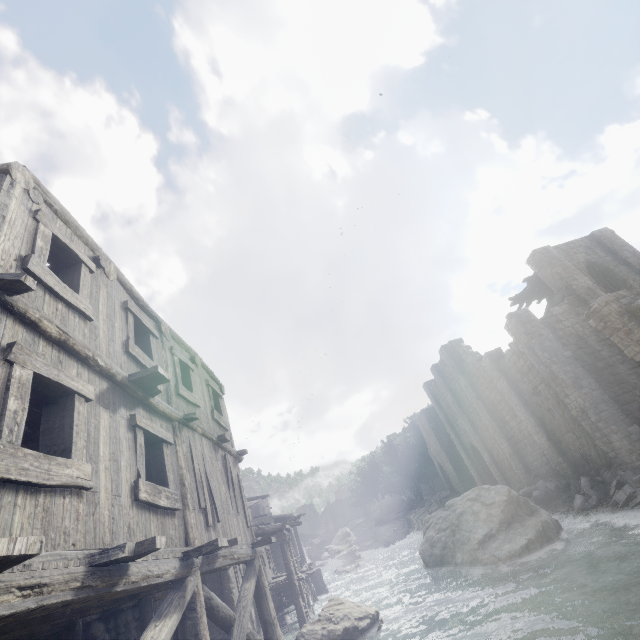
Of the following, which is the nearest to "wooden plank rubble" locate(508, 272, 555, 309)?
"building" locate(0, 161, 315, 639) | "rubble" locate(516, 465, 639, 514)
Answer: "building" locate(0, 161, 315, 639)

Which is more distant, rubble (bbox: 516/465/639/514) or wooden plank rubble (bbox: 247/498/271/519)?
wooden plank rubble (bbox: 247/498/271/519)

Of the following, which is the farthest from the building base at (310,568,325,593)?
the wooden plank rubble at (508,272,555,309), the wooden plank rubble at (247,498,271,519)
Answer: the wooden plank rubble at (508,272,555,309)

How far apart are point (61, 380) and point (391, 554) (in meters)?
38.29

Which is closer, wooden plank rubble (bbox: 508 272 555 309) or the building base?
wooden plank rubble (bbox: 508 272 555 309)

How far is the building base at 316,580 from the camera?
28.12m

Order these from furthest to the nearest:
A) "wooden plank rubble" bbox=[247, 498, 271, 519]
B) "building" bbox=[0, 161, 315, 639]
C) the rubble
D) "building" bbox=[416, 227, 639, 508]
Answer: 1. "wooden plank rubble" bbox=[247, 498, 271, 519]
2. "building" bbox=[416, 227, 639, 508]
3. the rubble
4. "building" bbox=[0, 161, 315, 639]

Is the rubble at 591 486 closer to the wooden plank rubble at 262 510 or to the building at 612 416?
the building at 612 416
